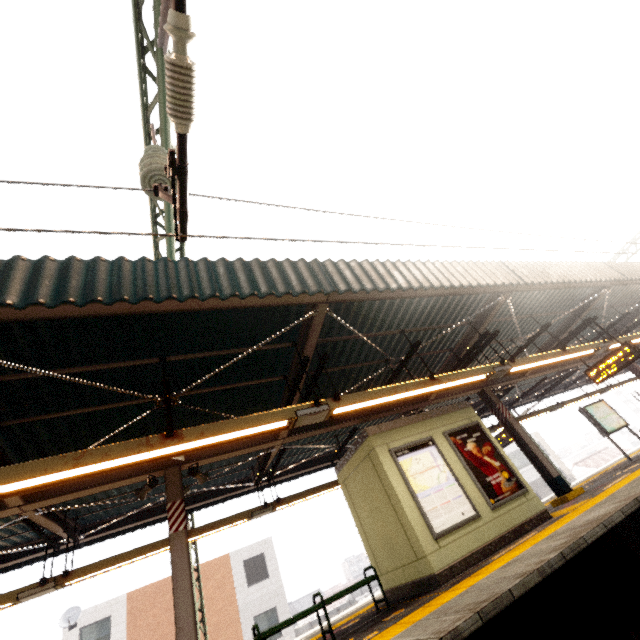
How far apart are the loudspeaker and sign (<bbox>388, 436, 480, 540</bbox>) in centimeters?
394cm

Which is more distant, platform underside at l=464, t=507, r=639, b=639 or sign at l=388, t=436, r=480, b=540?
sign at l=388, t=436, r=480, b=540

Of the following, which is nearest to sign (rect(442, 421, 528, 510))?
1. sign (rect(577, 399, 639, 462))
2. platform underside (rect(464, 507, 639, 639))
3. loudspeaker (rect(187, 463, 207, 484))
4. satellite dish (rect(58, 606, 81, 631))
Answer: platform underside (rect(464, 507, 639, 639))

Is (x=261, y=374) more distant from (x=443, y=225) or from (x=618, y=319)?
(x=618, y=319)

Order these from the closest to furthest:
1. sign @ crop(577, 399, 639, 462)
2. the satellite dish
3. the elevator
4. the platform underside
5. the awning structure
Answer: the platform underside, the awning structure, the elevator, sign @ crop(577, 399, 639, 462), the satellite dish

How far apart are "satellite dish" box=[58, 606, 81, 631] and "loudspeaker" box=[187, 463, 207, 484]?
19.4 meters

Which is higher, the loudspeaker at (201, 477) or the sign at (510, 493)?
the loudspeaker at (201, 477)

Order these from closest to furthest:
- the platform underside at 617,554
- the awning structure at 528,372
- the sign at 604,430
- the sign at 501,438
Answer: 1. the platform underside at 617,554
2. the awning structure at 528,372
3. the sign at 604,430
4. the sign at 501,438
